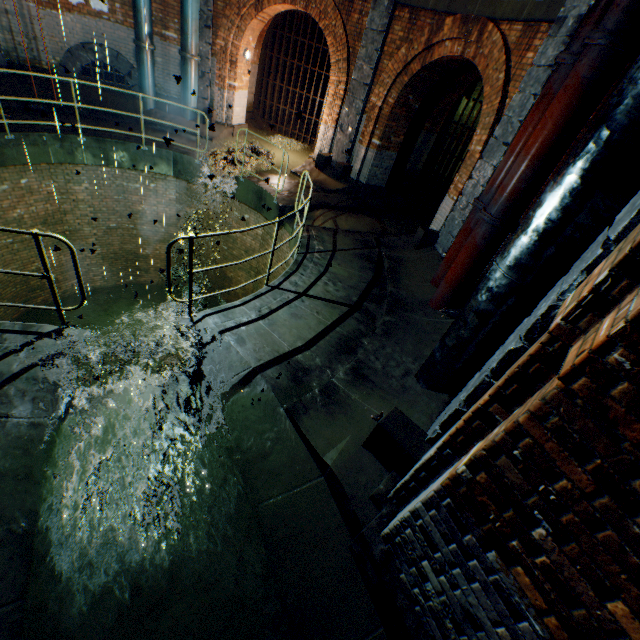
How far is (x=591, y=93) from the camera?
3.8 meters

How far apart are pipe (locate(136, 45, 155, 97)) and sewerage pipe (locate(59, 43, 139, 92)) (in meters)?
0.16

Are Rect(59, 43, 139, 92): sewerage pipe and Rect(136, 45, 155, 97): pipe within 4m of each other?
yes

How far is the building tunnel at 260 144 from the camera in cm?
1243

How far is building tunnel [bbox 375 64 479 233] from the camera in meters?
9.9 m

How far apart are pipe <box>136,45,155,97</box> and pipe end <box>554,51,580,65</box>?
11.0 meters

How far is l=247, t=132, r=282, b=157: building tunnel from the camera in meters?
12.4 m

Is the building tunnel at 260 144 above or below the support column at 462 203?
below
